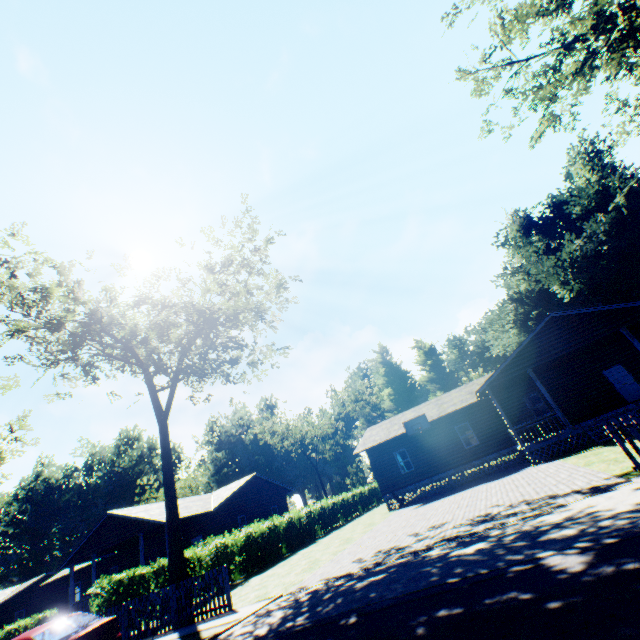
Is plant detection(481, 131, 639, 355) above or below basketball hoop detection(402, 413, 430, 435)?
above

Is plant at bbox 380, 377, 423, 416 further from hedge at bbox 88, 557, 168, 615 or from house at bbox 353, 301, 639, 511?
house at bbox 353, 301, 639, 511

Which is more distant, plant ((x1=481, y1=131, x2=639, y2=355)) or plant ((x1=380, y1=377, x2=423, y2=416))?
plant ((x1=380, y1=377, x2=423, y2=416))

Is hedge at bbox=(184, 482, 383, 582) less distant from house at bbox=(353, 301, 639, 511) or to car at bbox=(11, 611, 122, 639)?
car at bbox=(11, 611, 122, 639)

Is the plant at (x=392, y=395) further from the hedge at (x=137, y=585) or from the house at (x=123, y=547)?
the house at (x=123, y=547)

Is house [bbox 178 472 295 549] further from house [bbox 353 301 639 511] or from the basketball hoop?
the basketball hoop

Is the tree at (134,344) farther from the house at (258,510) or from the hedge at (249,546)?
the house at (258,510)

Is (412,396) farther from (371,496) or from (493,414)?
(493,414)
